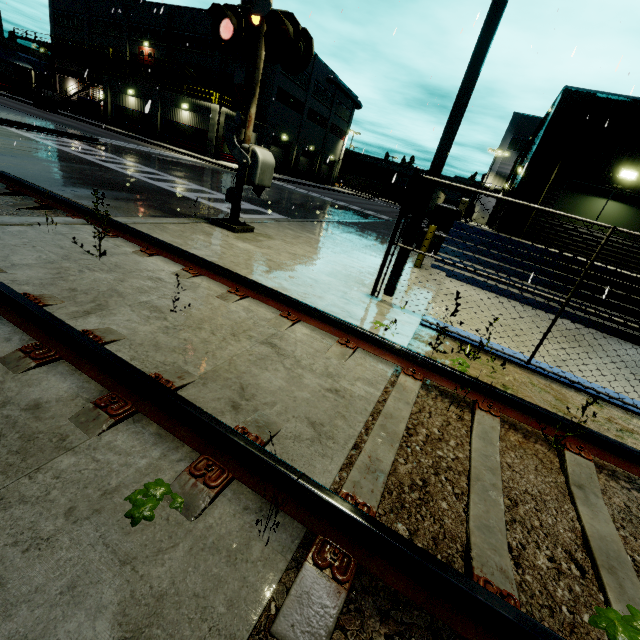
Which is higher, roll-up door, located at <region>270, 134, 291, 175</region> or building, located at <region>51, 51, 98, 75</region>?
building, located at <region>51, 51, 98, 75</region>

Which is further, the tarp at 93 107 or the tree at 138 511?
the tarp at 93 107

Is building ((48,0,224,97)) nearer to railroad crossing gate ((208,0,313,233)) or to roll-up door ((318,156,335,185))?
roll-up door ((318,156,335,185))

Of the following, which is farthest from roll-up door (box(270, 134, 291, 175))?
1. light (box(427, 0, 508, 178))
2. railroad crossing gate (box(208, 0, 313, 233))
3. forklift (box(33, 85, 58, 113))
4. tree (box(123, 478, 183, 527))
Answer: tree (box(123, 478, 183, 527))

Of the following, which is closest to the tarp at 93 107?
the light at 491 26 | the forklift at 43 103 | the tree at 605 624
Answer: the forklift at 43 103

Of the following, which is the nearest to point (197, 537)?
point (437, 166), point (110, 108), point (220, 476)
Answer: point (220, 476)

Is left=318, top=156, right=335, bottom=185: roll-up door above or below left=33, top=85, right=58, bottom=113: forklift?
above

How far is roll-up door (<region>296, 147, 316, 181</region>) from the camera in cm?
4878
